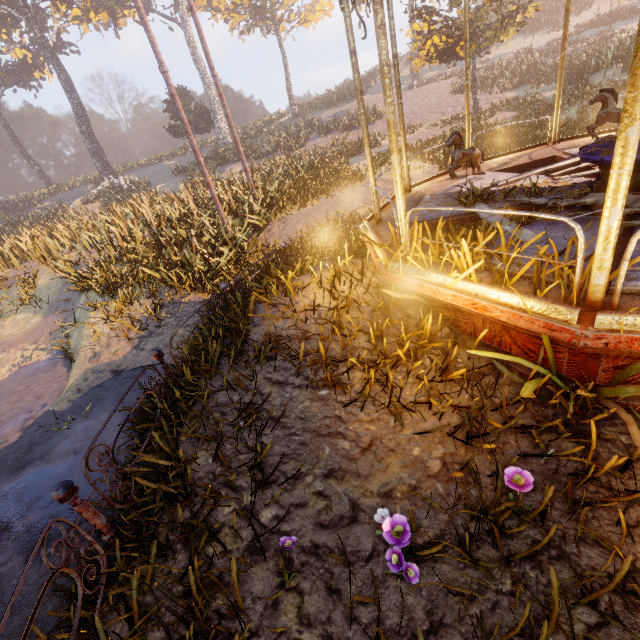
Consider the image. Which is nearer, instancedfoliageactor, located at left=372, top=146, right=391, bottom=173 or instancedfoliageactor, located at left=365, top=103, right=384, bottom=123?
instancedfoliageactor, located at left=372, top=146, right=391, bottom=173

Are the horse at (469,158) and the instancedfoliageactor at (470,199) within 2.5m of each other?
yes

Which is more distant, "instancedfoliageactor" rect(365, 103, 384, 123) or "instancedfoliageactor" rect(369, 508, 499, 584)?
"instancedfoliageactor" rect(365, 103, 384, 123)

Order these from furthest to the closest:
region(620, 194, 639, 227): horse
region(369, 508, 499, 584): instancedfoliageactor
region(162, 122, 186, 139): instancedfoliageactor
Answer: region(162, 122, 186, 139): instancedfoliageactor → region(620, 194, 639, 227): horse → region(369, 508, 499, 584): instancedfoliageactor

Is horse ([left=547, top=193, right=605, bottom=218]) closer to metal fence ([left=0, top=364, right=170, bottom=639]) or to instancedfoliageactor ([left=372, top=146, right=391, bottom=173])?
instancedfoliageactor ([left=372, top=146, right=391, bottom=173])

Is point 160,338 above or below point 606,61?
below

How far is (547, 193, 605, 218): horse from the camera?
3.52m

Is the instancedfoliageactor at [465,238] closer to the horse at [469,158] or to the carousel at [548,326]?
the carousel at [548,326]
